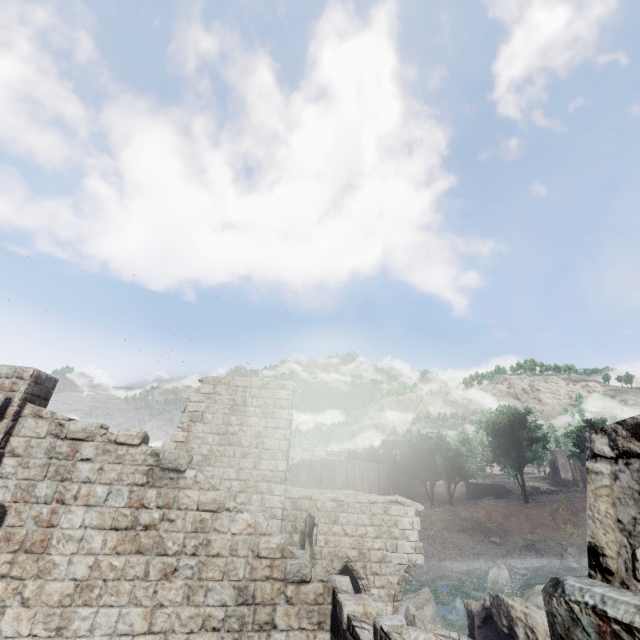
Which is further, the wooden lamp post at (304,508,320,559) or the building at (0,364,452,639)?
the wooden lamp post at (304,508,320,559)

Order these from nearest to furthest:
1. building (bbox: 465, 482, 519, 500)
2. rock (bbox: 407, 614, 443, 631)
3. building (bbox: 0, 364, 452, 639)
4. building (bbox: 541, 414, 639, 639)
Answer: building (bbox: 541, 414, 639, 639), building (bbox: 0, 364, 452, 639), rock (bbox: 407, 614, 443, 631), building (bbox: 465, 482, 519, 500)

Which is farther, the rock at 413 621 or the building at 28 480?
the rock at 413 621

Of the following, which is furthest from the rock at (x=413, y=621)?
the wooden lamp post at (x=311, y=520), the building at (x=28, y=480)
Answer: the wooden lamp post at (x=311, y=520)

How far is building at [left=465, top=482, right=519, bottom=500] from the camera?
46.7m

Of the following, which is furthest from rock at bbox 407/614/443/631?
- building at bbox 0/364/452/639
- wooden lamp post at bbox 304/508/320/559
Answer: wooden lamp post at bbox 304/508/320/559

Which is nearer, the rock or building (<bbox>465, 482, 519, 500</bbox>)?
the rock

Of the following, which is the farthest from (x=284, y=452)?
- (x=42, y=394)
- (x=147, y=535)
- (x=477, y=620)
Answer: (x=477, y=620)
